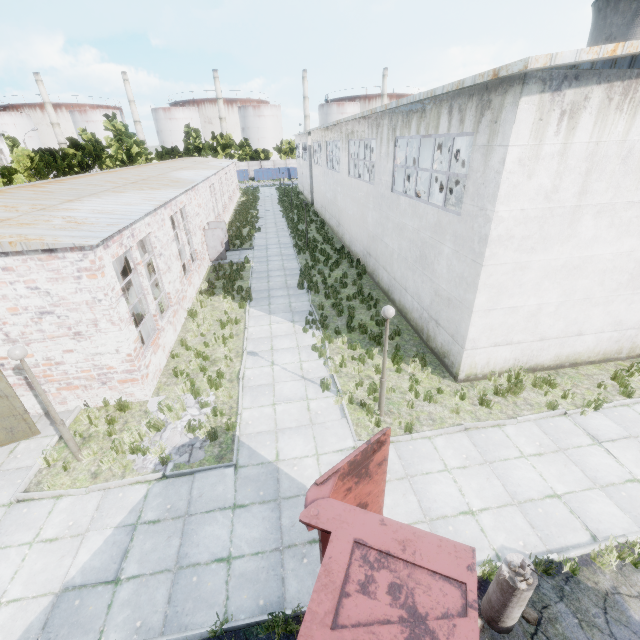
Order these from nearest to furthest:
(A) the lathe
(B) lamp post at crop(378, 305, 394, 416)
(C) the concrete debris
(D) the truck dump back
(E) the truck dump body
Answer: (E) the truck dump body, (D) the truck dump back, (B) lamp post at crop(378, 305, 394, 416), (C) the concrete debris, (A) the lathe

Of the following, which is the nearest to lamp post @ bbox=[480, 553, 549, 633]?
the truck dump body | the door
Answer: the truck dump body

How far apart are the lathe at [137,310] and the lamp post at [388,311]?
8.7m

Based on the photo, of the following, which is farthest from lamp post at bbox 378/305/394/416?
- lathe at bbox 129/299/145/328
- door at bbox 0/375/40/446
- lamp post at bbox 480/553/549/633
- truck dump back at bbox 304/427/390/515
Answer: door at bbox 0/375/40/446

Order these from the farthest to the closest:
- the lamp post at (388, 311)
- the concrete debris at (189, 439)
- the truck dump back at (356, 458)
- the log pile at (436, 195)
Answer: the log pile at (436, 195) → the concrete debris at (189, 439) → the lamp post at (388, 311) → the truck dump back at (356, 458)

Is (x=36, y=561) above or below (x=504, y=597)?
below

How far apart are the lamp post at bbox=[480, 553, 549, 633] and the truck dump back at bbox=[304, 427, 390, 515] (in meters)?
1.79

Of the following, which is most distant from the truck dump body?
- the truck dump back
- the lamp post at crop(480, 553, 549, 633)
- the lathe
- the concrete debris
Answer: the lathe
